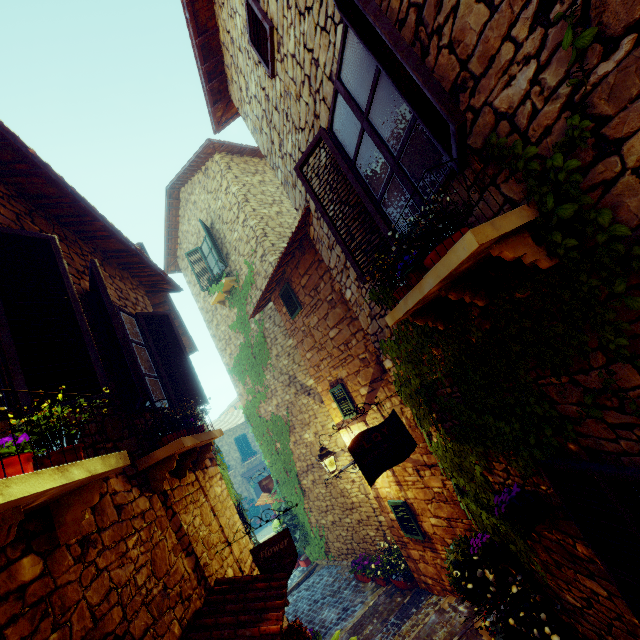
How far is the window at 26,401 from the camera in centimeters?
215cm

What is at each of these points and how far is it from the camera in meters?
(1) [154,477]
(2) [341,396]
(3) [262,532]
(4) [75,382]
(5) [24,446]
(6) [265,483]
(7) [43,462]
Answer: (1) window sill, 3.2 m
(2) window, 6.7 m
(3) stair, 20.7 m
(4) window, 2.5 m
(5) flower pot, 1.7 m
(6) sign post, 10.4 m
(7) flower pot, 1.9 m

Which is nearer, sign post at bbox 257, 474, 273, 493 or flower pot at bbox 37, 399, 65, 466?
flower pot at bbox 37, 399, 65, 466

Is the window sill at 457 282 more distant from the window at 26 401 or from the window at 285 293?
the window at 285 293

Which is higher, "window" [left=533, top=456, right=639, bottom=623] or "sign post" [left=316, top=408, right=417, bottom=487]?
"sign post" [left=316, top=408, right=417, bottom=487]

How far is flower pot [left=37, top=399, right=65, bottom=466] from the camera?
1.9 meters

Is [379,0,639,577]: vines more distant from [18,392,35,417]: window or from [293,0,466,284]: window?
[18,392,35,417]: window

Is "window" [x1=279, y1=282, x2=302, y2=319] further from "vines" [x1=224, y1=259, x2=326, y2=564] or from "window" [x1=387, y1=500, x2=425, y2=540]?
"window" [x1=387, y1=500, x2=425, y2=540]
